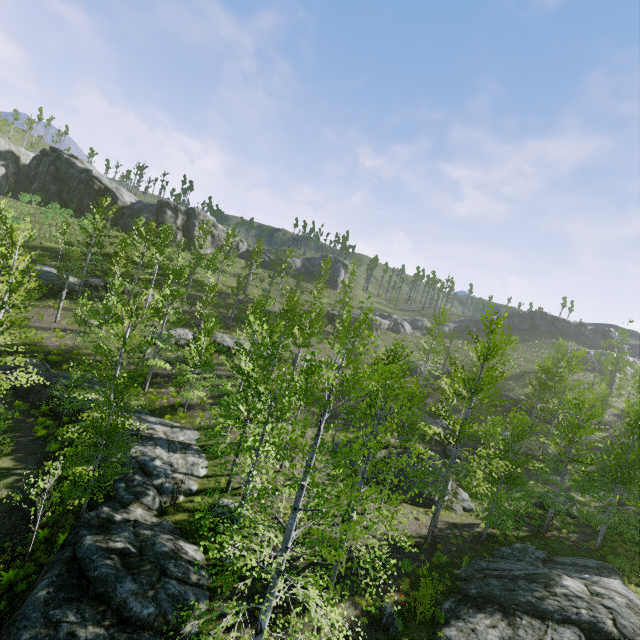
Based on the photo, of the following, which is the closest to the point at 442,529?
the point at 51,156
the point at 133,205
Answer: the point at 133,205

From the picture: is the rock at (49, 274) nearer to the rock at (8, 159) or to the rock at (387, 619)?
the rock at (387, 619)

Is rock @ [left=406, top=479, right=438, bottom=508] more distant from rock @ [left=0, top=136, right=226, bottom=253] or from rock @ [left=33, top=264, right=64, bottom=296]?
rock @ [left=0, top=136, right=226, bottom=253]

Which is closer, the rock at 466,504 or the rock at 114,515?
the rock at 114,515

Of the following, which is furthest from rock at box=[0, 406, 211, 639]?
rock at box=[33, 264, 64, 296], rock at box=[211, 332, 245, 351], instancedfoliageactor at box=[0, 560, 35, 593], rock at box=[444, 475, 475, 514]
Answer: rock at box=[33, 264, 64, 296]

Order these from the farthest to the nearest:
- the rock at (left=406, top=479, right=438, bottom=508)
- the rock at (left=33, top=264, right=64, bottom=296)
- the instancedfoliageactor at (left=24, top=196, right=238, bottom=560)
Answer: the rock at (left=33, top=264, right=64, bottom=296) → the rock at (left=406, top=479, right=438, bottom=508) → the instancedfoliageactor at (left=24, top=196, right=238, bottom=560)

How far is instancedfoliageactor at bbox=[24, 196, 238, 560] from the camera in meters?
13.3 m

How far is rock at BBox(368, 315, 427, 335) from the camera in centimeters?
5350cm
